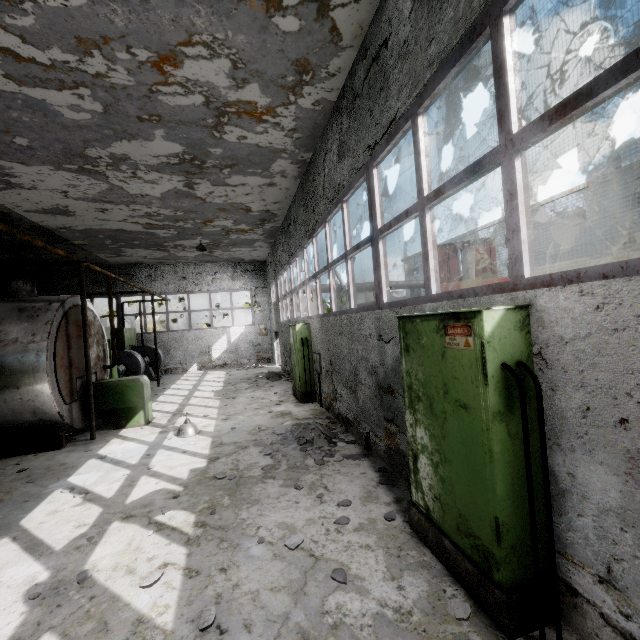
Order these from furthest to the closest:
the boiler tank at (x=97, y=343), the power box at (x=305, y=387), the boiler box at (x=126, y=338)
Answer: the boiler box at (x=126, y=338) < the power box at (x=305, y=387) < the boiler tank at (x=97, y=343)

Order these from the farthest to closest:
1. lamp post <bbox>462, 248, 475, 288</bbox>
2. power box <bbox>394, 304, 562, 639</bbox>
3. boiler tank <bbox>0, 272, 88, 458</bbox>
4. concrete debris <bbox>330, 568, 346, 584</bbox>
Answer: lamp post <bbox>462, 248, 475, 288</bbox> < boiler tank <bbox>0, 272, 88, 458</bbox> < concrete debris <bbox>330, 568, 346, 584</bbox> < power box <bbox>394, 304, 562, 639</bbox>

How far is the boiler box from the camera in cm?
1672

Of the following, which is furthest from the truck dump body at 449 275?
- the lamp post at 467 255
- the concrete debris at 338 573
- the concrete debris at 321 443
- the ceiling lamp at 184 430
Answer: the concrete debris at 338 573

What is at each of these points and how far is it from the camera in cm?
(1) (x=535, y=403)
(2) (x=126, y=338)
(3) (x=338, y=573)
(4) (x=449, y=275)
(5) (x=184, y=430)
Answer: (1) power box, 255
(2) boiler box, 1706
(3) concrete debris, 310
(4) truck dump body, 1555
(5) ceiling lamp, 763

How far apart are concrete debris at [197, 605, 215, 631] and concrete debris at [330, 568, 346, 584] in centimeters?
113cm

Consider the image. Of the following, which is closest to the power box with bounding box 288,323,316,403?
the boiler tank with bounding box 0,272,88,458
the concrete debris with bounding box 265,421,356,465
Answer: the concrete debris with bounding box 265,421,356,465

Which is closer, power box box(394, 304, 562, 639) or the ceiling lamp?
power box box(394, 304, 562, 639)
